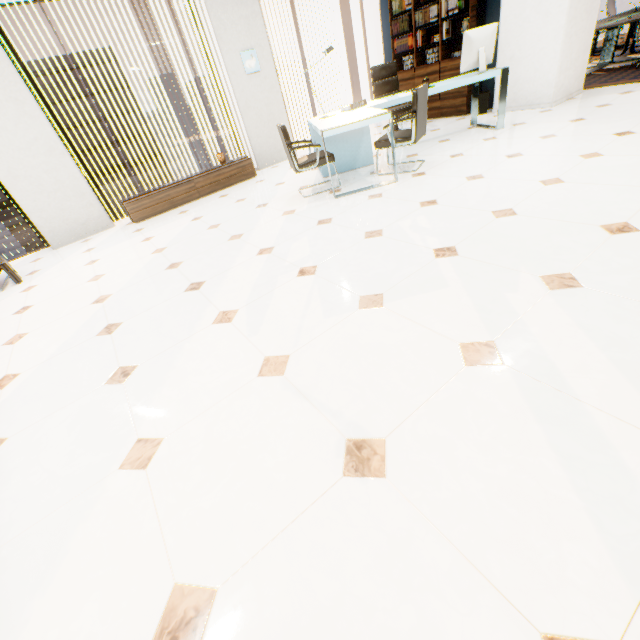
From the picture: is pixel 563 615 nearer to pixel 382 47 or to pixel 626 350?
pixel 626 350

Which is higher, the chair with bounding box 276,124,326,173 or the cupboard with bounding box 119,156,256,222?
the chair with bounding box 276,124,326,173

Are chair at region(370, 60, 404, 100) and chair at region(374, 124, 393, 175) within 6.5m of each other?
yes

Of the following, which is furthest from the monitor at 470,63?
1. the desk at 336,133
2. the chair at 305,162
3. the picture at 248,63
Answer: the picture at 248,63

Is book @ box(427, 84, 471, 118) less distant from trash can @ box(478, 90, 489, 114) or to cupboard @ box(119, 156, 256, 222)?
trash can @ box(478, 90, 489, 114)

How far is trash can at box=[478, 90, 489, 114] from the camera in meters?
5.8 m

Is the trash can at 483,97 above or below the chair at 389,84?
below

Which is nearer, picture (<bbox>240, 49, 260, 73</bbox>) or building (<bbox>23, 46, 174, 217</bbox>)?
picture (<bbox>240, 49, 260, 73</bbox>)
